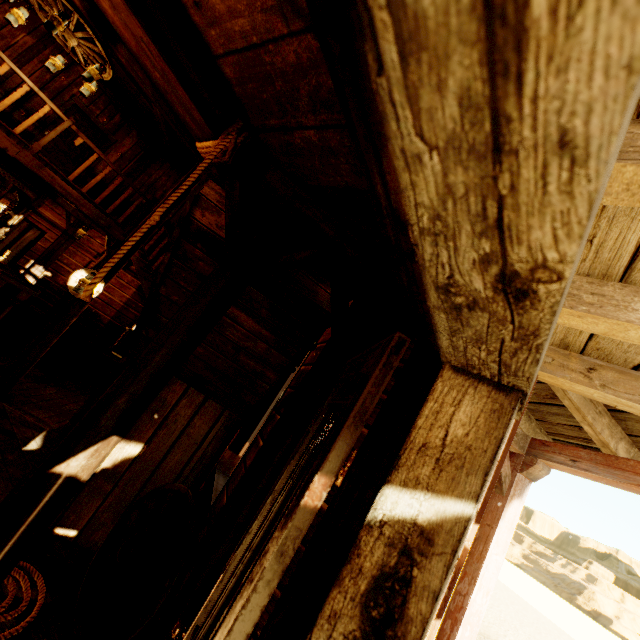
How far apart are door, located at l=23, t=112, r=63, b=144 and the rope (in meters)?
9.03

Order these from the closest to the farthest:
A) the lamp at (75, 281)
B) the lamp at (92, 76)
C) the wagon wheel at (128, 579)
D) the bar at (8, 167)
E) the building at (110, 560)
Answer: → the wagon wheel at (128, 579) → the building at (110, 560) → the lamp at (75, 281) → the lamp at (92, 76) → the bar at (8, 167)

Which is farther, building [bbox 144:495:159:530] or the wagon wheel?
building [bbox 144:495:159:530]

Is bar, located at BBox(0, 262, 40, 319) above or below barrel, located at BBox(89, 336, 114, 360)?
above

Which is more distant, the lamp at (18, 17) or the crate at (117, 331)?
the crate at (117, 331)

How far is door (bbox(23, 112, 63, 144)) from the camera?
7.7m

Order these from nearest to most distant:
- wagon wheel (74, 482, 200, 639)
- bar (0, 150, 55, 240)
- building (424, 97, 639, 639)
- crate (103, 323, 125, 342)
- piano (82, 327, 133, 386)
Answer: building (424, 97, 639, 639) → wagon wheel (74, 482, 200, 639) → bar (0, 150, 55, 240) → piano (82, 327, 133, 386) → crate (103, 323, 125, 342)

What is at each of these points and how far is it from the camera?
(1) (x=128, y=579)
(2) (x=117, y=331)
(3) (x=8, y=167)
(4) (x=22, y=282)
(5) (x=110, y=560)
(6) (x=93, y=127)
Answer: (1) wagon wheel, 2.1m
(2) crate, 8.2m
(3) bar, 6.3m
(4) bar, 5.4m
(5) building, 2.5m
(6) door, 8.6m
